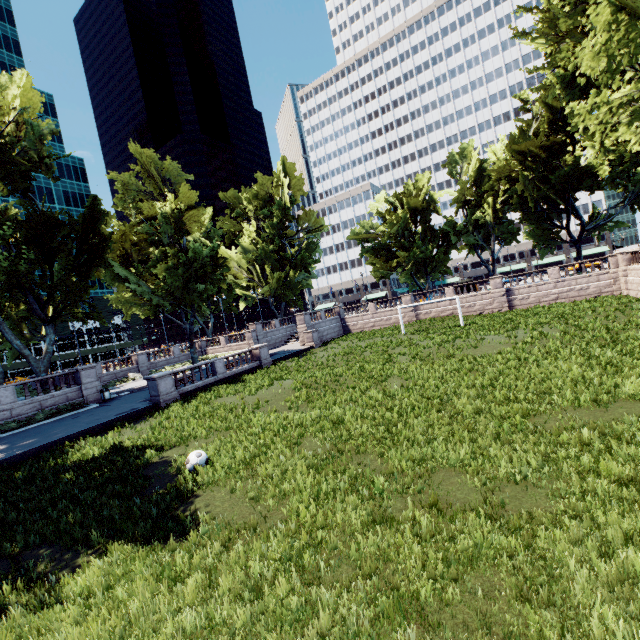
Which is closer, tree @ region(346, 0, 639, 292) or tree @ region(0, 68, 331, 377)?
tree @ region(346, 0, 639, 292)

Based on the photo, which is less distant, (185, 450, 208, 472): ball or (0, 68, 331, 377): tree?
(185, 450, 208, 472): ball

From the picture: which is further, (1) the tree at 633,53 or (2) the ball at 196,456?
(1) the tree at 633,53

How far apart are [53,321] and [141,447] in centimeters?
2166cm

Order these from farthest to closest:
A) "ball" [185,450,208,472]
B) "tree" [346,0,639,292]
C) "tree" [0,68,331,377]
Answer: "tree" [0,68,331,377] < "tree" [346,0,639,292] < "ball" [185,450,208,472]

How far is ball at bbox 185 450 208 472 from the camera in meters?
10.0 m
